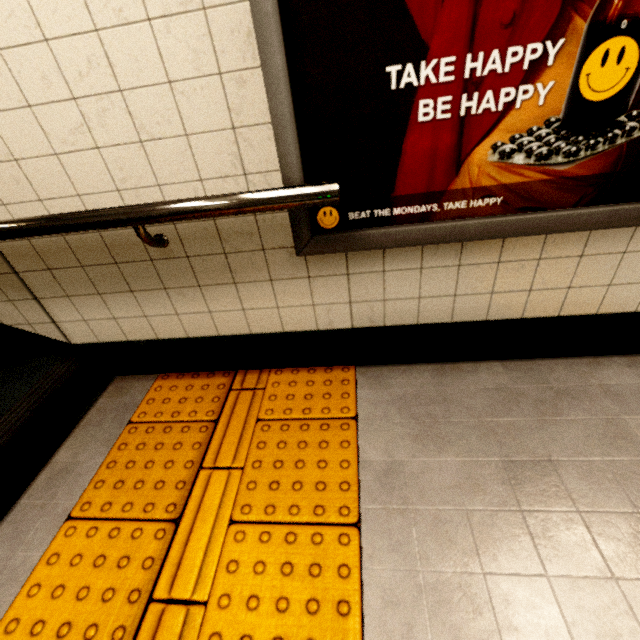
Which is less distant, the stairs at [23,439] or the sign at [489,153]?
the sign at [489,153]

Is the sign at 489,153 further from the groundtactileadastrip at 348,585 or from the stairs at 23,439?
the stairs at 23,439

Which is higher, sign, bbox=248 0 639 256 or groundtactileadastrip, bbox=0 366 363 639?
sign, bbox=248 0 639 256

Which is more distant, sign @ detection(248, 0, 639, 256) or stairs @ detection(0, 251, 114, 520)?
stairs @ detection(0, 251, 114, 520)

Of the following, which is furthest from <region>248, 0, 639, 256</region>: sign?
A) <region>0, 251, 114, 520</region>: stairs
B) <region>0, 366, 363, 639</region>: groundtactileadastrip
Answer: <region>0, 251, 114, 520</region>: stairs

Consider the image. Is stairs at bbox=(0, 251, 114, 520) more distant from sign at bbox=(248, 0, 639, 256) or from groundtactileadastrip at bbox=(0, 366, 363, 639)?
sign at bbox=(248, 0, 639, 256)

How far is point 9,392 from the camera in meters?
1.6 m

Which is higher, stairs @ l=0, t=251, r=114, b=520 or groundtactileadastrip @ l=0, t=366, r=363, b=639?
stairs @ l=0, t=251, r=114, b=520
